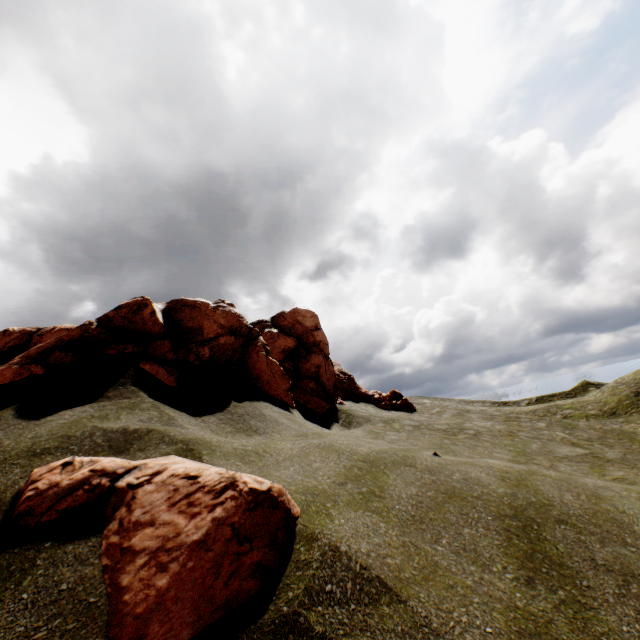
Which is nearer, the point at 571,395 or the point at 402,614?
the point at 402,614

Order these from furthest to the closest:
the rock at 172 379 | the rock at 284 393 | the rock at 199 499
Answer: the rock at 284 393 < the rock at 172 379 < the rock at 199 499

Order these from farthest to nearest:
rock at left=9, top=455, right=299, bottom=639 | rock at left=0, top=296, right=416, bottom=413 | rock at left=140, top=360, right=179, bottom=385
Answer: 1. rock at left=0, top=296, right=416, bottom=413
2. rock at left=140, top=360, right=179, bottom=385
3. rock at left=9, top=455, right=299, bottom=639

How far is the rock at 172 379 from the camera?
11.54m

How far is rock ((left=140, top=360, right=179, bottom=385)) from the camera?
11.5m

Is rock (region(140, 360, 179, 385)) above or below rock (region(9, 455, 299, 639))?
above

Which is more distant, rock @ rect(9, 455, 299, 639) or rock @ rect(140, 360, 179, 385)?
rock @ rect(140, 360, 179, 385)
